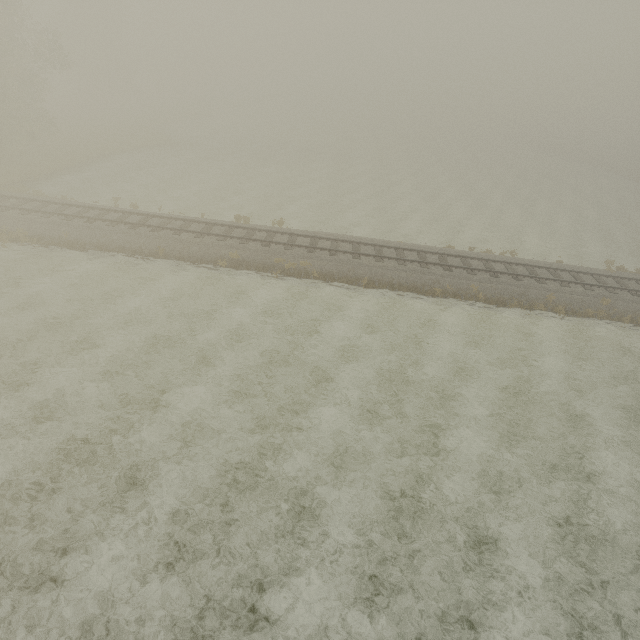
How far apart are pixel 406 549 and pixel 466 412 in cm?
598
